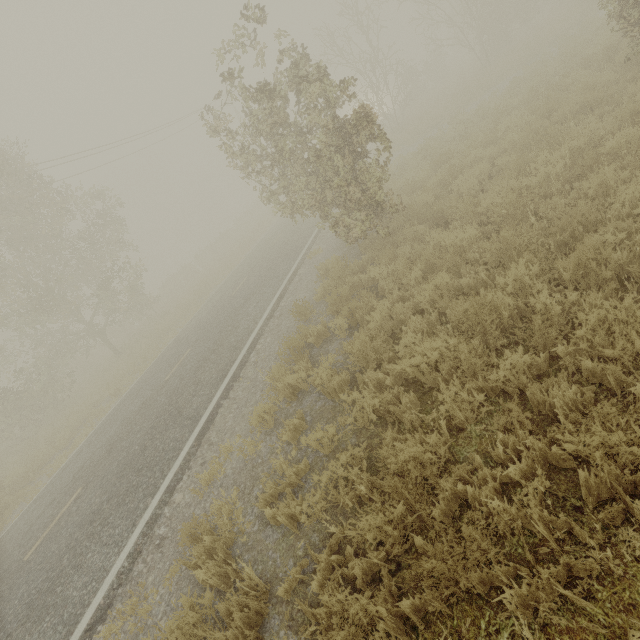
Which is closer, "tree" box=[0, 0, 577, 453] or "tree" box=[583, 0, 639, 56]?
"tree" box=[583, 0, 639, 56]

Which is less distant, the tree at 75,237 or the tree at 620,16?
the tree at 620,16

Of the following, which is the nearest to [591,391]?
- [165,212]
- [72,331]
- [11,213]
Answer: [11,213]
